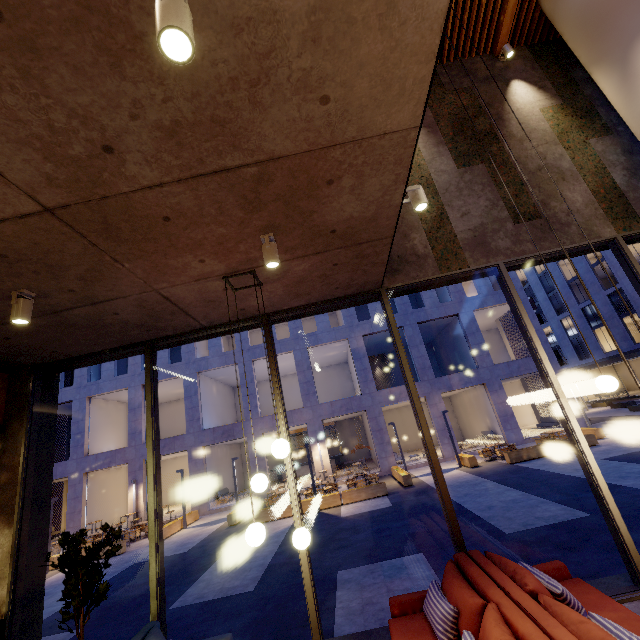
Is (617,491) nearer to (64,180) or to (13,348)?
(64,180)

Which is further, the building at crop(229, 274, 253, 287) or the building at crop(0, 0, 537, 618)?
the building at crop(229, 274, 253, 287)

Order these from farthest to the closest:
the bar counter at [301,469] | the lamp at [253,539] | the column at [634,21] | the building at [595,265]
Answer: the building at [595,265], the bar counter at [301,469], the column at [634,21], the lamp at [253,539]

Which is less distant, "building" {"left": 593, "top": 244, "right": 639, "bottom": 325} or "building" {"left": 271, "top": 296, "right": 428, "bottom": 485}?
"building" {"left": 271, "top": 296, "right": 428, "bottom": 485}

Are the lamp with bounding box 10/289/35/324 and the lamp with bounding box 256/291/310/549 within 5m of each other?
yes

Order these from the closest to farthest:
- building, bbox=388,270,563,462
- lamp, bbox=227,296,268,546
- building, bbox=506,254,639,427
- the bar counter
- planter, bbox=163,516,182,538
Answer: lamp, bbox=227,296,268,546 < planter, bbox=163,516,182,538 < building, bbox=388,270,563,462 < building, bbox=506,254,639,427 < the bar counter

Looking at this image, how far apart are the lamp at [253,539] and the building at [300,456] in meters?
25.9 m

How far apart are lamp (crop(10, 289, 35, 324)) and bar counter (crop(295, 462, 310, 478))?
25.1 meters
